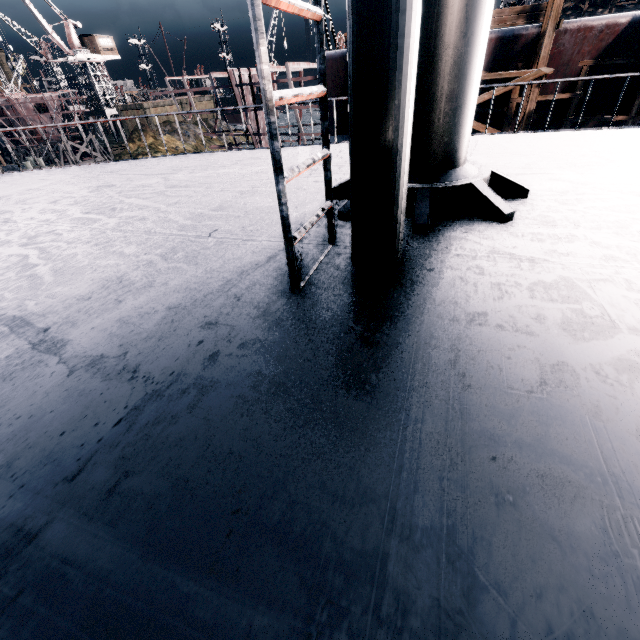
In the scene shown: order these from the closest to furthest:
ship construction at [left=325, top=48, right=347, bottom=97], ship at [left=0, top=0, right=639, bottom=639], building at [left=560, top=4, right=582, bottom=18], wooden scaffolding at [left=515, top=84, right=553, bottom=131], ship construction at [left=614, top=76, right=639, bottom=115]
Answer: ship at [left=0, top=0, right=639, bottom=639], wooden scaffolding at [left=515, top=84, right=553, bottom=131], ship construction at [left=614, top=76, right=639, bottom=115], ship construction at [left=325, top=48, right=347, bottom=97], building at [left=560, top=4, right=582, bottom=18]

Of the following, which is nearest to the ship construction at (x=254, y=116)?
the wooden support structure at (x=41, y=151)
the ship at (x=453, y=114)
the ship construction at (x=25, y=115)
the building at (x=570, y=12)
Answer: the ship at (x=453, y=114)

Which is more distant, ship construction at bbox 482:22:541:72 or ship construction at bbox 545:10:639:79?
ship construction at bbox 482:22:541:72

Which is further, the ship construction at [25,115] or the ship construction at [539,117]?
the ship construction at [25,115]

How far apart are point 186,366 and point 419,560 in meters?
1.6

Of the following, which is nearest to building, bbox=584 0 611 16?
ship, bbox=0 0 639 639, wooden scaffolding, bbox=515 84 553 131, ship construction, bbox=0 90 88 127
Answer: wooden scaffolding, bbox=515 84 553 131

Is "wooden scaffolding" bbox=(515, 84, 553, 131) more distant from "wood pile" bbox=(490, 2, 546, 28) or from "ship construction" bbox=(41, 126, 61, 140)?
"ship construction" bbox=(41, 126, 61, 140)

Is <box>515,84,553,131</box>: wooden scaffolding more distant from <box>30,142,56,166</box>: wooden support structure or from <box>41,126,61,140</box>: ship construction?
<box>41,126,61,140</box>: ship construction
